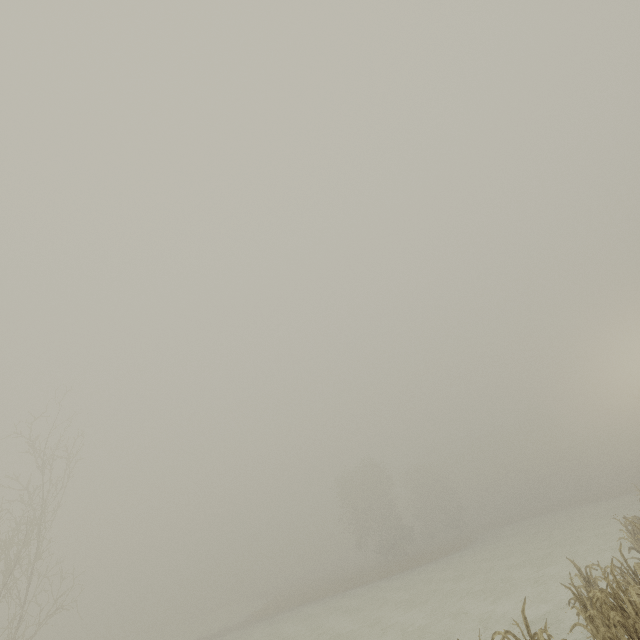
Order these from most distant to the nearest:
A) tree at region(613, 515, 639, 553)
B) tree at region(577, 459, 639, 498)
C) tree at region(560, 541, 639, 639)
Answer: tree at region(577, 459, 639, 498), tree at region(613, 515, 639, 553), tree at region(560, 541, 639, 639)

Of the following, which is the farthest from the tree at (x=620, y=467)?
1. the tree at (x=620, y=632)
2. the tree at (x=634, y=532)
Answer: the tree at (x=620, y=632)

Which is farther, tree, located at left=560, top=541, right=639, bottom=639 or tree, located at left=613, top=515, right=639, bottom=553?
tree, located at left=613, top=515, right=639, bottom=553

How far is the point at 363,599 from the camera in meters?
24.9 m

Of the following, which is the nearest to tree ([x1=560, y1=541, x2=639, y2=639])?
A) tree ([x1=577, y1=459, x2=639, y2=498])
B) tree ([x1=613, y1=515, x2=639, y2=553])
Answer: tree ([x1=613, y1=515, x2=639, y2=553])

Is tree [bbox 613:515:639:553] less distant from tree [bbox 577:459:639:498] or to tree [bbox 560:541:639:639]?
tree [bbox 560:541:639:639]
